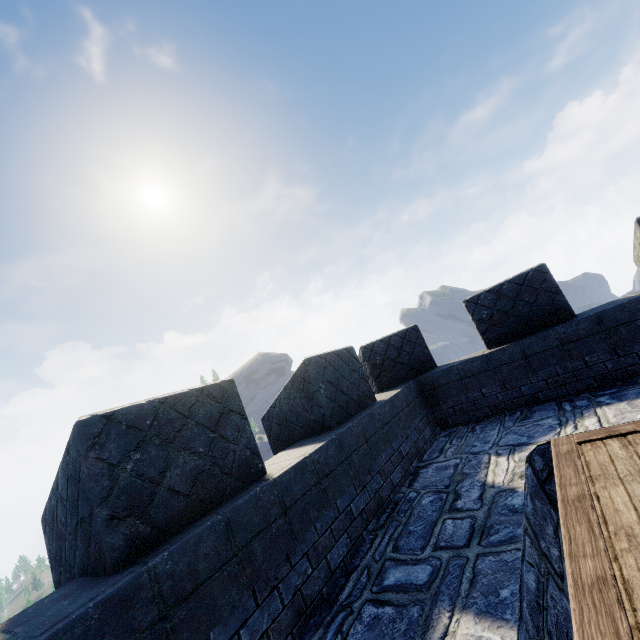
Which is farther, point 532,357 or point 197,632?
point 532,357
